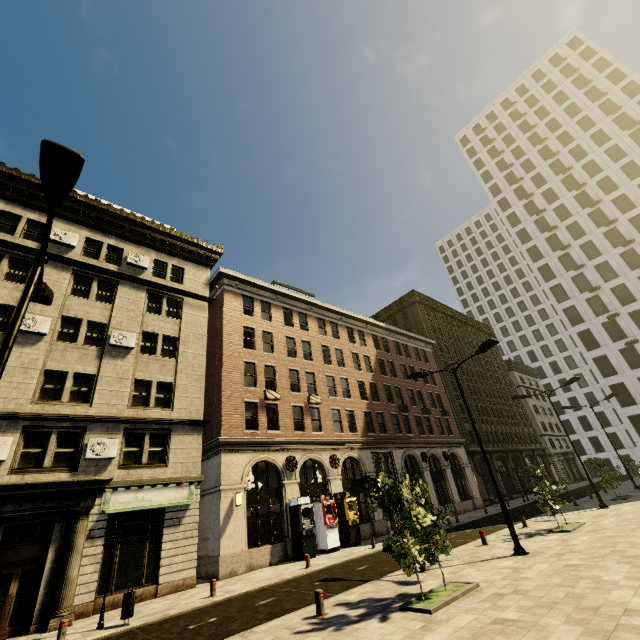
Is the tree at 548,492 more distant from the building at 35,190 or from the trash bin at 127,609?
the trash bin at 127,609

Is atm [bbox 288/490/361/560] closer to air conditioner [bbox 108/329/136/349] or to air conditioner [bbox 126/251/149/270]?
air conditioner [bbox 108/329/136/349]

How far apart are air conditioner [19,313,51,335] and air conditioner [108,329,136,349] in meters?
2.7 m

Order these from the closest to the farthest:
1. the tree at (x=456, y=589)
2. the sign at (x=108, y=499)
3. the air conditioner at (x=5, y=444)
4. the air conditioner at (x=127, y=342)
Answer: the tree at (x=456, y=589), the air conditioner at (x=5, y=444), the sign at (x=108, y=499), the air conditioner at (x=127, y=342)

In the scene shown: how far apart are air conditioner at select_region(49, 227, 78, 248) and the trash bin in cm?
1799

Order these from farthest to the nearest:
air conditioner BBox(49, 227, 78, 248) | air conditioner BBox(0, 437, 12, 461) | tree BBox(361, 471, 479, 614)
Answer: air conditioner BBox(49, 227, 78, 248)
air conditioner BBox(0, 437, 12, 461)
tree BBox(361, 471, 479, 614)

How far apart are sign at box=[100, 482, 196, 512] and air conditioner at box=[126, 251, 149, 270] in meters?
13.3

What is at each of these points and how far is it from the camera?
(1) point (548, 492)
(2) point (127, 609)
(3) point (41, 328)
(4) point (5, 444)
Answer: (1) tree, 16.5 meters
(2) trash bin, 11.0 meters
(3) air conditioner, 16.2 meters
(4) air conditioner, 13.5 meters
